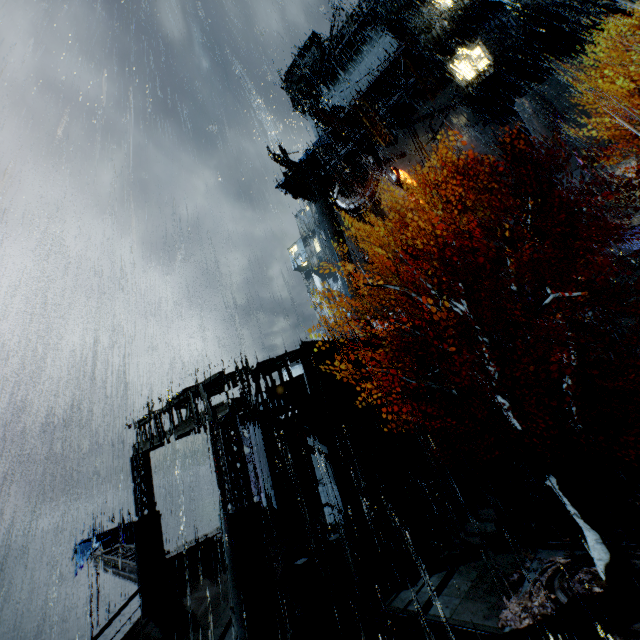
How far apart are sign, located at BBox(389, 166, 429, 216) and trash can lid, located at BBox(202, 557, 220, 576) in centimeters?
3190cm

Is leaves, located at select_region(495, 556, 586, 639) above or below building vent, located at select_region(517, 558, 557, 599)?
above

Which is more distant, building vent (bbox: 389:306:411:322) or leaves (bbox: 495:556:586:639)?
building vent (bbox: 389:306:411:322)

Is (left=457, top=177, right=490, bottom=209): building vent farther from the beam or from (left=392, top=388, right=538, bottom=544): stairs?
the beam

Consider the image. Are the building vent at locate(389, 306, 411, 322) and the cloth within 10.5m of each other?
no

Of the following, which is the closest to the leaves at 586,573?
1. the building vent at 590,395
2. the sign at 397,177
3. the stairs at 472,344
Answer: the stairs at 472,344

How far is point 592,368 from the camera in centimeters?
2055cm

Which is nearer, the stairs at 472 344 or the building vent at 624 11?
the building vent at 624 11
